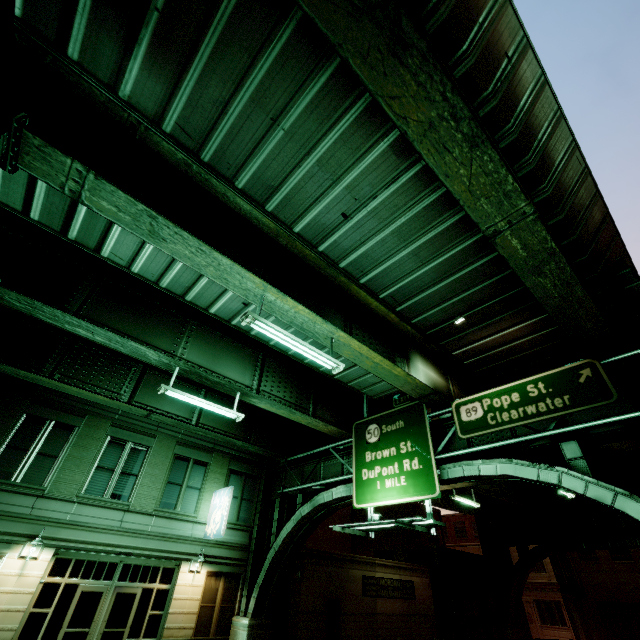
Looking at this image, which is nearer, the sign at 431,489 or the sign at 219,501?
the sign at 431,489

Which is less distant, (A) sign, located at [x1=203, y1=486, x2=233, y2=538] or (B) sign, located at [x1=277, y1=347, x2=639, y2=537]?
(B) sign, located at [x1=277, y1=347, x2=639, y2=537]

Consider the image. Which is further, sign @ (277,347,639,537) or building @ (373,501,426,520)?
building @ (373,501,426,520)

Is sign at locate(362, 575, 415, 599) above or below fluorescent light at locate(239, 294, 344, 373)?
below

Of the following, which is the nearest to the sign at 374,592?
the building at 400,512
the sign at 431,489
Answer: the building at 400,512

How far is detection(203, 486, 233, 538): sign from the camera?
16.1m

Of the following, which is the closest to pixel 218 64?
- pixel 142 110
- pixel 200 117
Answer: pixel 200 117

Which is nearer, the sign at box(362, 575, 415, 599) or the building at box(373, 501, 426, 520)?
the sign at box(362, 575, 415, 599)
